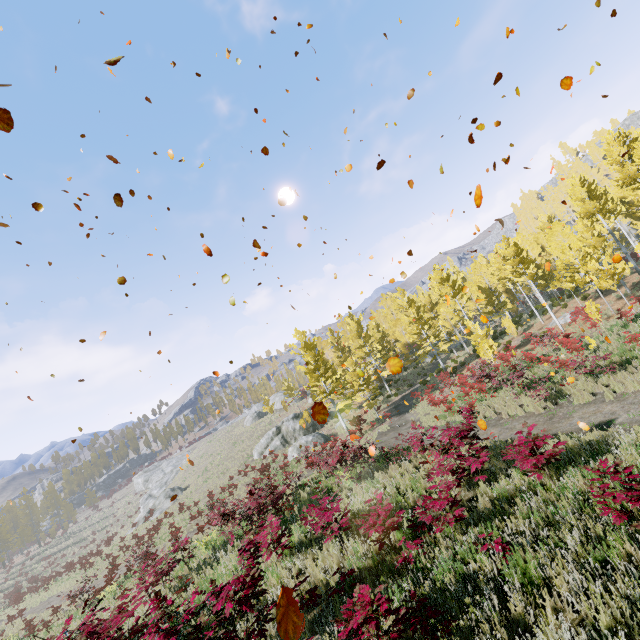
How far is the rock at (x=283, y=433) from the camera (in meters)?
31.25

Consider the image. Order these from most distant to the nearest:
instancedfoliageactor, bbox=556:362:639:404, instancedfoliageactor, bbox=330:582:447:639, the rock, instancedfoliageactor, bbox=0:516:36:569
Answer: instancedfoliageactor, bbox=0:516:36:569 < the rock < instancedfoliageactor, bbox=556:362:639:404 < instancedfoliageactor, bbox=330:582:447:639

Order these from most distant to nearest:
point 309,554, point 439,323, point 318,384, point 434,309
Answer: point 434,309
point 439,323
point 318,384
point 309,554

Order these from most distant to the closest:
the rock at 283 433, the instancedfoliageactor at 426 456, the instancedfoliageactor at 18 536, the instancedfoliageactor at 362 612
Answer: the instancedfoliageactor at 18 536
the rock at 283 433
the instancedfoliageactor at 426 456
the instancedfoliageactor at 362 612

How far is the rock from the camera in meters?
31.2 m

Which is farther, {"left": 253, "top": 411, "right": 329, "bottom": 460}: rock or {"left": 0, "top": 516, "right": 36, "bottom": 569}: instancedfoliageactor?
{"left": 0, "top": 516, "right": 36, "bottom": 569}: instancedfoliageactor

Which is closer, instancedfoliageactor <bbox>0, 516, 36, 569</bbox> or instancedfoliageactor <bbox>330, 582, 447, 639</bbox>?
instancedfoliageactor <bbox>330, 582, 447, 639</bbox>

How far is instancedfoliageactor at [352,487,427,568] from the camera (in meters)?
5.63
